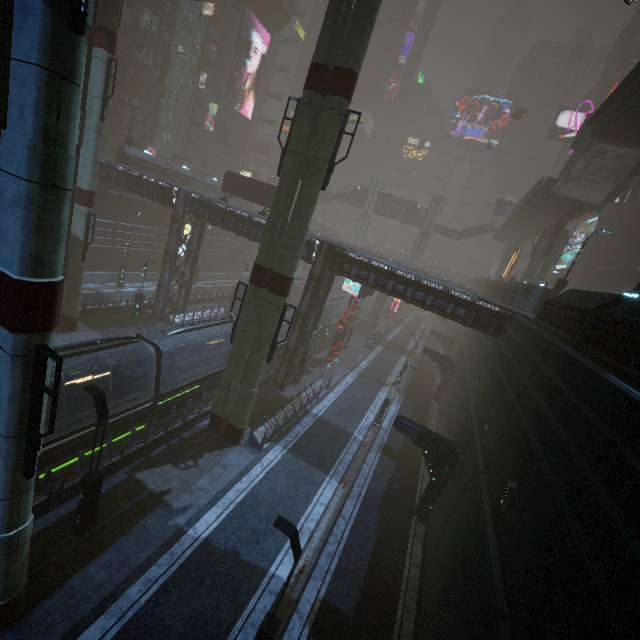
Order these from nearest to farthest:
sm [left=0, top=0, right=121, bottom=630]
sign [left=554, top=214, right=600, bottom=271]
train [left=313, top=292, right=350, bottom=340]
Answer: sm [left=0, top=0, right=121, bottom=630], train [left=313, top=292, right=350, bottom=340], sign [left=554, top=214, right=600, bottom=271]

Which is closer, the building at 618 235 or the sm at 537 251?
the building at 618 235

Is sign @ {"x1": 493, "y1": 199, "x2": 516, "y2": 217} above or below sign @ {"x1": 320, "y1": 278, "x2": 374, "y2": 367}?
above

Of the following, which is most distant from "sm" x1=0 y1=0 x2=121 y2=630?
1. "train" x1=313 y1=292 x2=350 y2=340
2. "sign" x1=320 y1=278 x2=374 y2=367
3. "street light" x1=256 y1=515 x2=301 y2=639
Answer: "train" x1=313 y1=292 x2=350 y2=340

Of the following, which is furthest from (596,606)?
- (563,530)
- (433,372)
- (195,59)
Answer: (195,59)

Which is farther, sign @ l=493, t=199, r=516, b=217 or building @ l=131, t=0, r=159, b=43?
sign @ l=493, t=199, r=516, b=217

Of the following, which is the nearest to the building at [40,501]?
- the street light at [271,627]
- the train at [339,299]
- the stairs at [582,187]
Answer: the train at [339,299]

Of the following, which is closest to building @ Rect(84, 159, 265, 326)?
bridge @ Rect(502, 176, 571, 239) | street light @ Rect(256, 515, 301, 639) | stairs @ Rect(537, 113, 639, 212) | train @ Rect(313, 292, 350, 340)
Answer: train @ Rect(313, 292, 350, 340)
